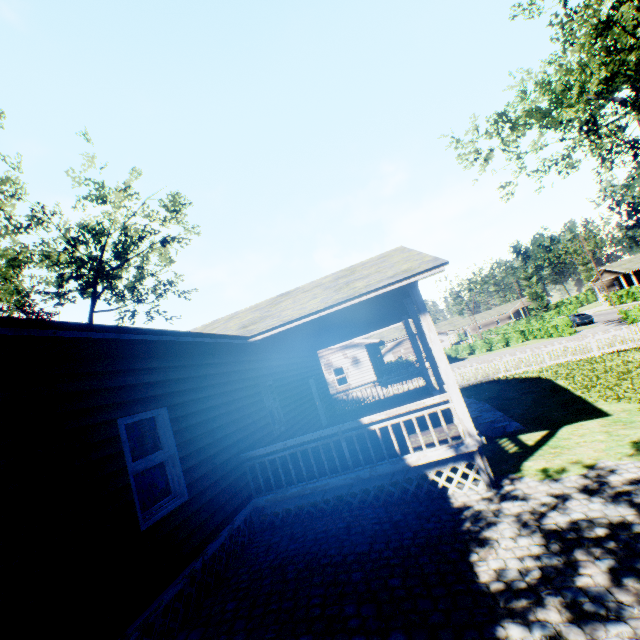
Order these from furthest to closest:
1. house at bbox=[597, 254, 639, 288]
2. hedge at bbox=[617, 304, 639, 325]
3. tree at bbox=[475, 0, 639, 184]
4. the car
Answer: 1. house at bbox=[597, 254, 639, 288]
2. the car
3. hedge at bbox=[617, 304, 639, 325]
4. tree at bbox=[475, 0, 639, 184]

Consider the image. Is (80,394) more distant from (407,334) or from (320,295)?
(407,334)

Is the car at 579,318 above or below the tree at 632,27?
below

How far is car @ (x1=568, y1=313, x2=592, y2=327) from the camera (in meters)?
38.09

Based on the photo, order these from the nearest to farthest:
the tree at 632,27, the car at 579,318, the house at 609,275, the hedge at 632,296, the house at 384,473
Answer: A:
the house at 384,473
the tree at 632,27
the car at 579,318
the hedge at 632,296
the house at 609,275

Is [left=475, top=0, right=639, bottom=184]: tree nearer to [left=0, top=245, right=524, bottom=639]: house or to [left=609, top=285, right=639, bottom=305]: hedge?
[left=0, top=245, right=524, bottom=639]: house

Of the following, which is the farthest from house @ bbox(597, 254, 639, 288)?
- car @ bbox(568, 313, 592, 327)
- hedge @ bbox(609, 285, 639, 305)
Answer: car @ bbox(568, 313, 592, 327)

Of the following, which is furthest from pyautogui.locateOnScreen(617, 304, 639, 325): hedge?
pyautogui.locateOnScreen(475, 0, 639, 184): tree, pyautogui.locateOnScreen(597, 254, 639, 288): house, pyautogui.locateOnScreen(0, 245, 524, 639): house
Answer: pyautogui.locateOnScreen(597, 254, 639, 288): house
